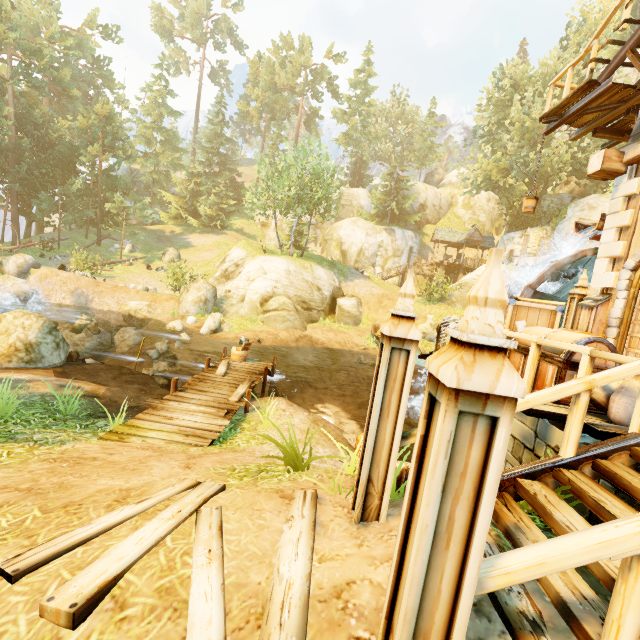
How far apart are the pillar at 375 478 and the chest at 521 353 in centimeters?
261cm

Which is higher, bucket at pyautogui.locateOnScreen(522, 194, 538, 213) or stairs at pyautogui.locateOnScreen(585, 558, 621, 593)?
bucket at pyautogui.locateOnScreen(522, 194, 538, 213)

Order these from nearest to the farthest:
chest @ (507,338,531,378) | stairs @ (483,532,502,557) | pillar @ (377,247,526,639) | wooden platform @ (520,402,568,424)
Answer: pillar @ (377,247,526,639) → stairs @ (483,532,502,557) → wooden platform @ (520,402,568,424) → chest @ (507,338,531,378)

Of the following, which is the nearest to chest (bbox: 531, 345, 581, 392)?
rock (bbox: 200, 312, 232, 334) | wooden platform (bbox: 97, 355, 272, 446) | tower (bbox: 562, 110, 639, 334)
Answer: tower (bbox: 562, 110, 639, 334)

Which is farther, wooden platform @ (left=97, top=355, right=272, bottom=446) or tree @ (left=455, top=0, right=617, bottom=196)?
tree @ (left=455, top=0, right=617, bottom=196)

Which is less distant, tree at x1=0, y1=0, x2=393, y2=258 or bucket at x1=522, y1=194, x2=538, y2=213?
bucket at x1=522, y1=194, x2=538, y2=213

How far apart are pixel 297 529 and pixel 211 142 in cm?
5475

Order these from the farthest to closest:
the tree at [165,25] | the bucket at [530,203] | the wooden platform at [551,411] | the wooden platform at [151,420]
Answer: the tree at [165,25], the bucket at [530,203], the wooden platform at [151,420], the wooden platform at [551,411]
